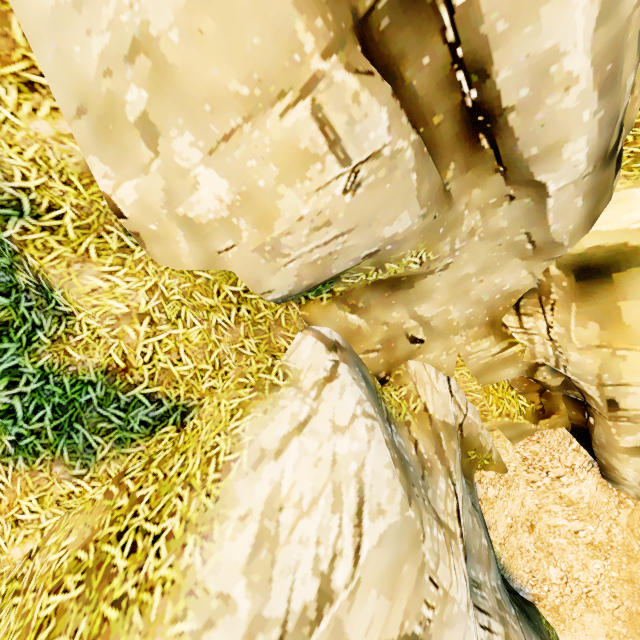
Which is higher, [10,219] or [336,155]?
[10,219]
